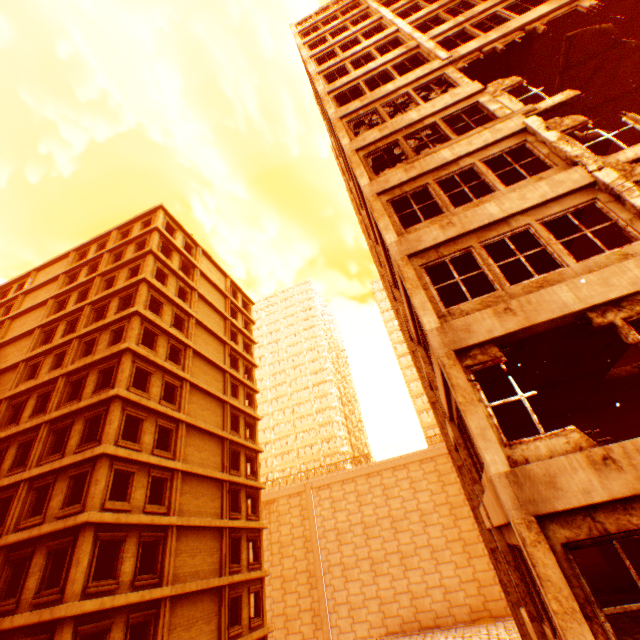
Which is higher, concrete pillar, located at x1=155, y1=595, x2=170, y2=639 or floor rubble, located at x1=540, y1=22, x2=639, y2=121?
floor rubble, located at x1=540, y1=22, x2=639, y2=121

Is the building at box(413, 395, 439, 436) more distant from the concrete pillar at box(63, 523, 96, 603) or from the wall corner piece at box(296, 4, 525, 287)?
the concrete pillar at box(63, 523, 96, 603)

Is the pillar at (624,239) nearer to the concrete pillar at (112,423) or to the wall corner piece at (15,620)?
the wall corner piece at (15,620)

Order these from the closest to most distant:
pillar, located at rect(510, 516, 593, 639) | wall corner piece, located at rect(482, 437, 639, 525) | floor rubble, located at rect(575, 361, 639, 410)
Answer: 1. pillar, located at rect(510, 516, 593, 639)
2. wall corner piece, located at rect(482, 437, 639, 525)
3. floor rubble, located at rect(575, 361, 639, 410)

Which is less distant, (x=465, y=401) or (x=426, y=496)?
(x=465, y=401)

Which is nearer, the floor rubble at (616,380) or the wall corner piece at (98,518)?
the floor rubble at (616,380)

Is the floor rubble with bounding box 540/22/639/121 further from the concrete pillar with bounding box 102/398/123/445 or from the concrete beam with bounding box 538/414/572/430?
the concrete pillar with bounding box 102/398/123/445

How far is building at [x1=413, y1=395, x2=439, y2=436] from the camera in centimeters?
5630cm
